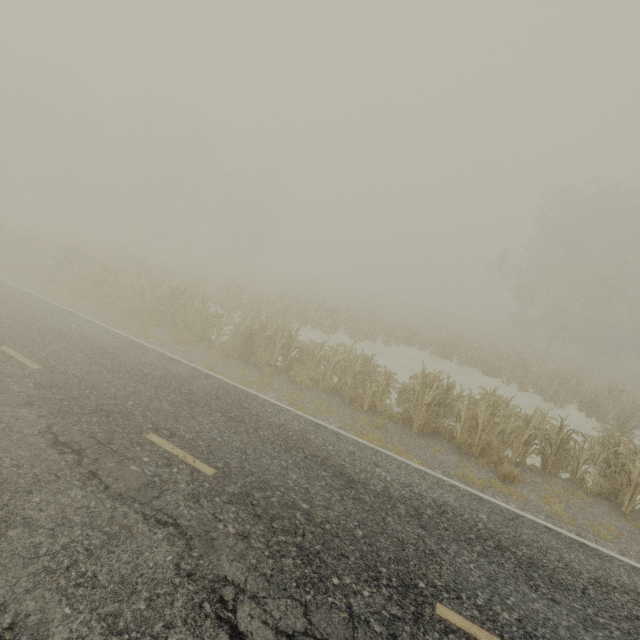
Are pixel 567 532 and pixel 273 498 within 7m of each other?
yes
